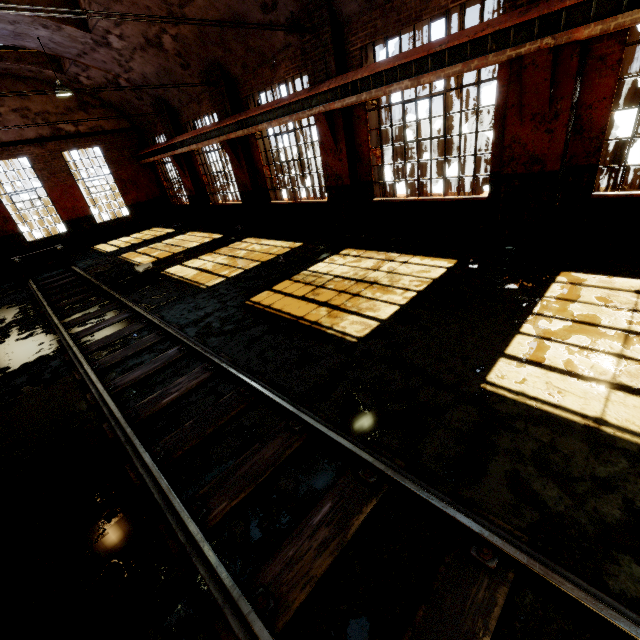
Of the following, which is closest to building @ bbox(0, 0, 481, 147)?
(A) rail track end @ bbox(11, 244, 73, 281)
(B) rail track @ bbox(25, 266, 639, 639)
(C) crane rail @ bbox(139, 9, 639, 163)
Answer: (C) crane rail @ bbox(139, 9, 639, 163)

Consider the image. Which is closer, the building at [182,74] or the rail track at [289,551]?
the rail track at [289,551]

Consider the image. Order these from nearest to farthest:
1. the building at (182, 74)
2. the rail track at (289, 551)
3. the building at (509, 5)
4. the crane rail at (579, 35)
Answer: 1. the rail track at (289, 551)
2. the crane rail at (579, 35)
3. the building at (509, 5)
4. the building at (182, 74)

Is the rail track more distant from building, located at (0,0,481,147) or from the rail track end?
building, located at (0,0,481,147)

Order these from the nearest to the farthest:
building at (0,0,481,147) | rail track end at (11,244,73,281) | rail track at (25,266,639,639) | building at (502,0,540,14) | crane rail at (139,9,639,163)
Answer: rail track at (25,266,639,639) → crane rail at (139,9,639,163) → building at (502,0,540,14) → building at (0,0,481,147) → rail track end at (11,244,73,281)

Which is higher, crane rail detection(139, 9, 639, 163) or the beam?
the beam

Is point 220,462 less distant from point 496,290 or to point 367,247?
point 496,290

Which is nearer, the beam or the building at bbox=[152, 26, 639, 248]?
the beam
